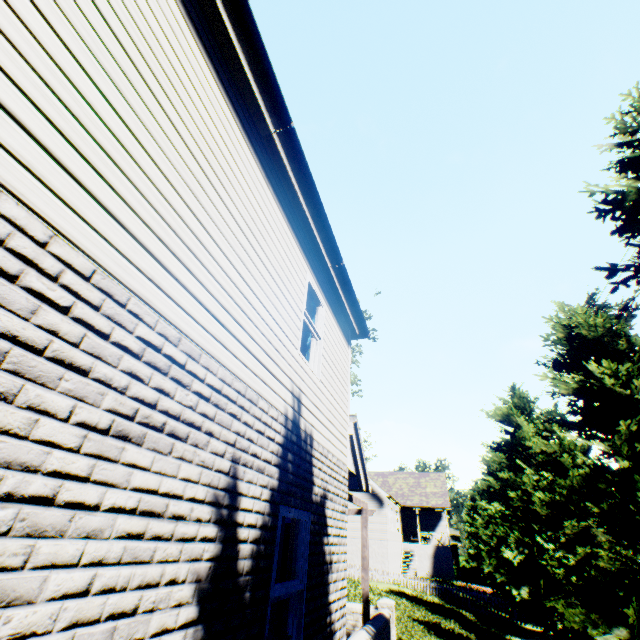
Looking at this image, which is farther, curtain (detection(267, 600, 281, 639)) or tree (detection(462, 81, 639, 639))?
tree (detection(462, 81, 639, 639))

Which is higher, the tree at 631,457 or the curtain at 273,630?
the curtain at 273,630

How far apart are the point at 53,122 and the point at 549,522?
17.4 meters

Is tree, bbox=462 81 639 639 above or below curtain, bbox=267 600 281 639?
below

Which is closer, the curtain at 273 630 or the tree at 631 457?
the curtain at 273 630
